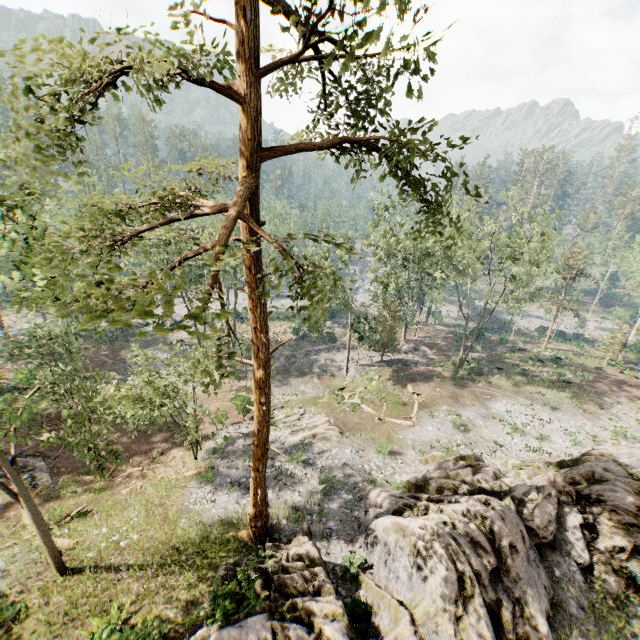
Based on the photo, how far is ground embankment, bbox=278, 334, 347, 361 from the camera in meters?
43.9

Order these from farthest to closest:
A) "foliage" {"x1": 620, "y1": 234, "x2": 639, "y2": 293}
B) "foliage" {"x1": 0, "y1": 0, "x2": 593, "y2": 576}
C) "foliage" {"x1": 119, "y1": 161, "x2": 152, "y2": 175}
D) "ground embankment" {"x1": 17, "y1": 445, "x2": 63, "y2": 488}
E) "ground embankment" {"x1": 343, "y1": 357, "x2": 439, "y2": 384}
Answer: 1. "foliage" {"x1": 620, "y1": 234, "x2": 639, "y2": 293}
2. "ground embankment" {"x1": 343, "y1": 357, "x2": 439, "y2": 384}
3. "ground embankment" {"x1": 17, "y1": 445, "x2": 63, "y2": 488}
4. "foliage" {"x1": 119, "y1": 161, "x2": 152, "y2": 175}
5. "foliage" {"x1": 0, "y1": 0, "x2": 593, "y2": 576}

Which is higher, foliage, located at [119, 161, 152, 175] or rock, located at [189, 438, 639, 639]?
foliage, located at [119, 161, 152, 175]

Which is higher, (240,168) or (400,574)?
(240,168)

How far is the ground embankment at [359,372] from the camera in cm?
3628

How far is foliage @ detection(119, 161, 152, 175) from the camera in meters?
8.4

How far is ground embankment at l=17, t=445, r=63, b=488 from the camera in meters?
21.3

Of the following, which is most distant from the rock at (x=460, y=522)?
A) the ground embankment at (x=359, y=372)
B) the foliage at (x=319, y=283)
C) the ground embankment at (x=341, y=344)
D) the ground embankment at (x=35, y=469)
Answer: the ground embankment at (x=341, y=344)
